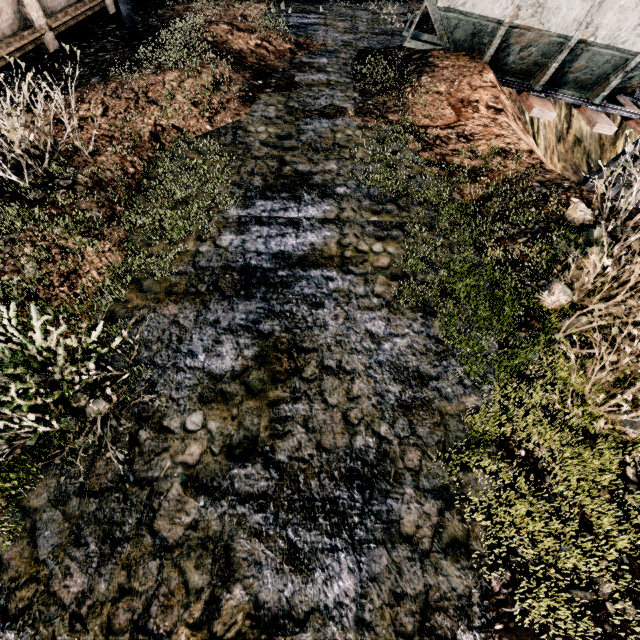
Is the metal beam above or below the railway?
above

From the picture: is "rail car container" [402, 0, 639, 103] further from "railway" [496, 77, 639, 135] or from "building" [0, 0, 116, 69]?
"building" [0, 0, 116, 69]

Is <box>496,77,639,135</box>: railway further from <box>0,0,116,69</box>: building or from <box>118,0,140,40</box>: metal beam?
<box>0,0,116,69</box>: building

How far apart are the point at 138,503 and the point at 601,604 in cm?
424

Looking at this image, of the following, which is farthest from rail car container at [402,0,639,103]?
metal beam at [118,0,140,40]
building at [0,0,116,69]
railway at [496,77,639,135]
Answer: building at [0,0,116,69]

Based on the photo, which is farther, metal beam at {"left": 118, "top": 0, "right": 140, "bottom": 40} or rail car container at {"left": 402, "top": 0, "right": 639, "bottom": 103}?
metal beam at {"left": 118, "top": 0, "right": 140, "bottom": 40}

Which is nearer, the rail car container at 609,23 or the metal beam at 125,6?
the rail car container at 609,23

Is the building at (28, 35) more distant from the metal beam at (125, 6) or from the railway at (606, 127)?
the railway at (606, 127)
